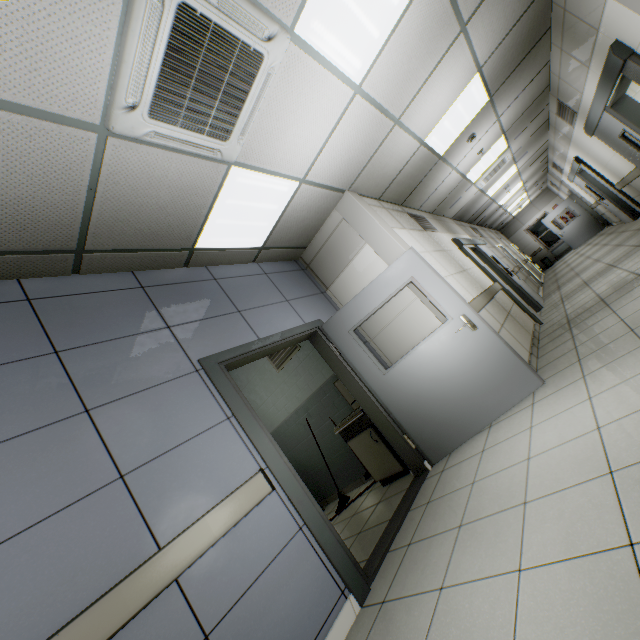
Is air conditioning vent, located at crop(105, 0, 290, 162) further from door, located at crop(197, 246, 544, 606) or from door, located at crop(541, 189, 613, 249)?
door, located at crop(541, 189, 613, 249)

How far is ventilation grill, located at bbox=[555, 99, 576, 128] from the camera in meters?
6.3

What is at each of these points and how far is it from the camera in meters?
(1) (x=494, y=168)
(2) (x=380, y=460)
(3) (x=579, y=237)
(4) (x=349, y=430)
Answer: (1) air conditioning vent, 7.8 m
(2) cabinet, 4.1 m
(3) door, 14.7 m
(4) sink, 4.3 m

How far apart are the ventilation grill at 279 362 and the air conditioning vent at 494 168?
6.08m

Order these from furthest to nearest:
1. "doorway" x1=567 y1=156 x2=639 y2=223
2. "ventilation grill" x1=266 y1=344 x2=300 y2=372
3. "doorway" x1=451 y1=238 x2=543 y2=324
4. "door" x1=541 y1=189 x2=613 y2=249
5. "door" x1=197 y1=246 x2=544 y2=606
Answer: "door" x1=541 y1=189 x2=613 y2=249
"doorway" x1=567 y1=156 x2=639 y2=223
"doorway" x1=451 y1=238 x2=543 y2=324
"ventilation grill" x1=266 y1=344 x2=300 y2=372
"door" x1=197 y1=246 x2=544 y2=606

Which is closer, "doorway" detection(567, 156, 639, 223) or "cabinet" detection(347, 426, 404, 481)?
"cabinet" detection(347, 426, 404, 481)

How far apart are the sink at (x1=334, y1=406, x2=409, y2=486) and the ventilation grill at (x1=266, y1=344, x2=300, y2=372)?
1.35m

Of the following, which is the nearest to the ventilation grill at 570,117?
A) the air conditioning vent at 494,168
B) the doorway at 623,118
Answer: the doorway at 623,118
